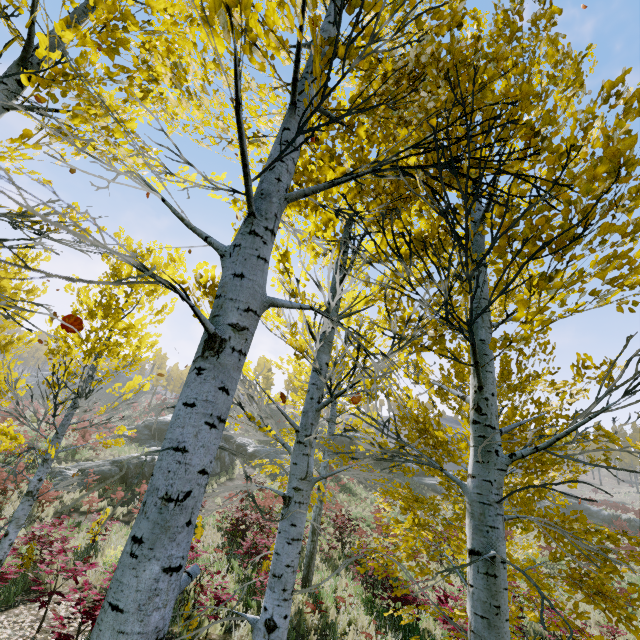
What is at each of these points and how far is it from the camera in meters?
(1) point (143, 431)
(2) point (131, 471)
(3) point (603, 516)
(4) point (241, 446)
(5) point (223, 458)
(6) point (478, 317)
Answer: (1) rock, 30.5 m
(2) rock, 18.6 m
(3) rock, 37.4 m
(4) rock, 35.2 m
(5) rock, 27.1 m
(6) instancedfoliageactor, 1.9 m

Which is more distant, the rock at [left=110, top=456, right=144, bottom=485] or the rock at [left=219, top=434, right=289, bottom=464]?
the rock at [left=219, top=434, right=289, bottom=464]

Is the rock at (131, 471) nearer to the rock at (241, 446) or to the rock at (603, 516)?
the rock at (241, 446)

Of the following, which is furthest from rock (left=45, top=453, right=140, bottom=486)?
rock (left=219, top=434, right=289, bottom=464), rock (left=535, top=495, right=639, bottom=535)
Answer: rock (left=535, top=495, right=639, bottom=535)

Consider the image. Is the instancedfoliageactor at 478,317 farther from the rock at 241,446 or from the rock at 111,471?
the rock at 241,446

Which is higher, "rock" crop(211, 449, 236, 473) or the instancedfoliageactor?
the instancedfoliageactor

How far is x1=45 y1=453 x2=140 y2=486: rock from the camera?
16.6m
